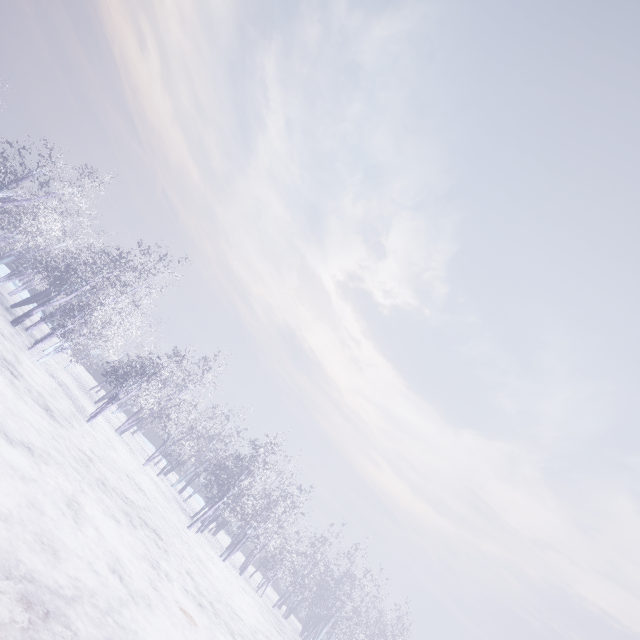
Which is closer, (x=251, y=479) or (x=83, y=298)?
(x=83, y=298)
